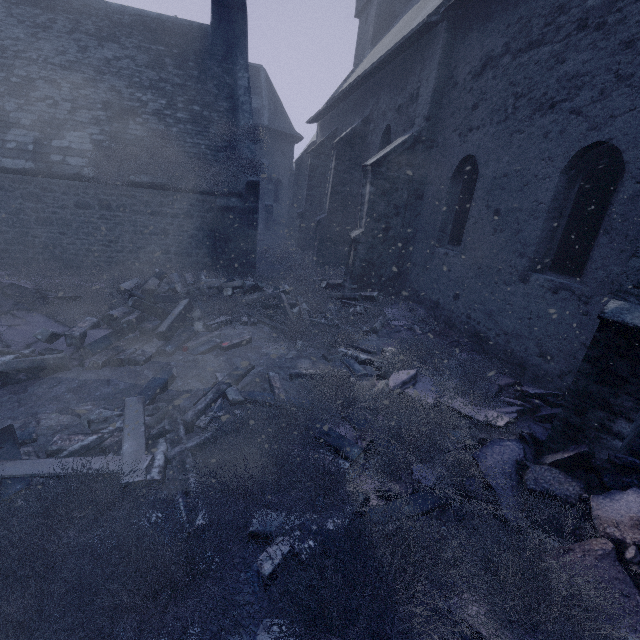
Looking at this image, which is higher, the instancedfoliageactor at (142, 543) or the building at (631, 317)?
the building at (631, 317)

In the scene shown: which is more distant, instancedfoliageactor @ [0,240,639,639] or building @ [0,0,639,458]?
building @ [0,0,639,458]

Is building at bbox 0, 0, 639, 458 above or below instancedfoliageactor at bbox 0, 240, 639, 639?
above

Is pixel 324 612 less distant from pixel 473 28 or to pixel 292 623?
pixel 292 623

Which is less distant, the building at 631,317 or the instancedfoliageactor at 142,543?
the instancedfoliageactor at 142,543
